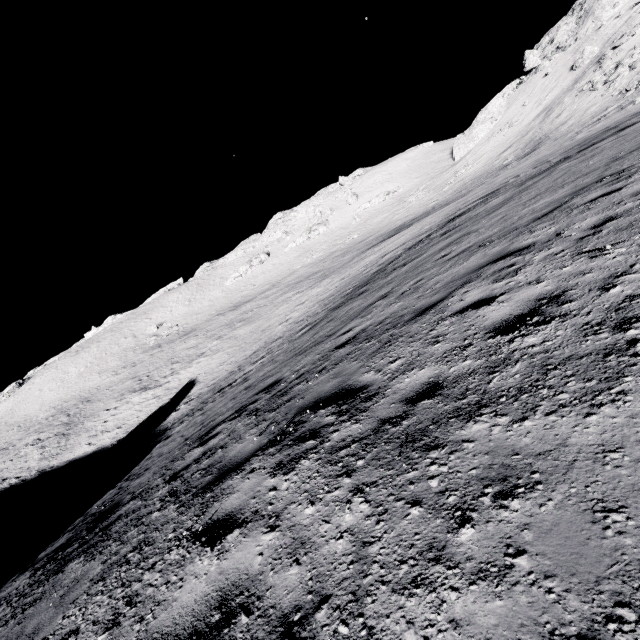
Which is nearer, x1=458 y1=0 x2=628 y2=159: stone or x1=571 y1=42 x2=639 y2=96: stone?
x1=571 y1=42 x2=639 y2=96: stone

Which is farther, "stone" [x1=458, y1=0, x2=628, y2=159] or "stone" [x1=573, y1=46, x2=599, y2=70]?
"stone" [x1=458, y1=0, x2=628, y2=159]

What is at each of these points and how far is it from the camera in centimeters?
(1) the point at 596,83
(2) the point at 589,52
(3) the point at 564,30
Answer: (1) stone, 3678cm
(2) stone, 4262cm
(3) stone, 5109cm

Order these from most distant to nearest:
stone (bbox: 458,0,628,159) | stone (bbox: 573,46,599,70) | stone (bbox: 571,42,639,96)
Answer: stone (bbox: 458,0,628,159), stone (bbox: 573,46,599,70), stone (bbox: 571,42,639,96)

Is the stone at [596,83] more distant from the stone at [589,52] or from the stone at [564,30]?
the stone at [564,30]

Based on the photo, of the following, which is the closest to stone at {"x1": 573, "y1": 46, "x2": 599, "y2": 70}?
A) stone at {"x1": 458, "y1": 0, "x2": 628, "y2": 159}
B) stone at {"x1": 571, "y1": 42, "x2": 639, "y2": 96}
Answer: stone at {"x1": 458, "y1": 0, "x2": 628, "y2": 159}

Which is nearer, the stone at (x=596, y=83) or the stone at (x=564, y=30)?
the stone at (x=596, y=83)
